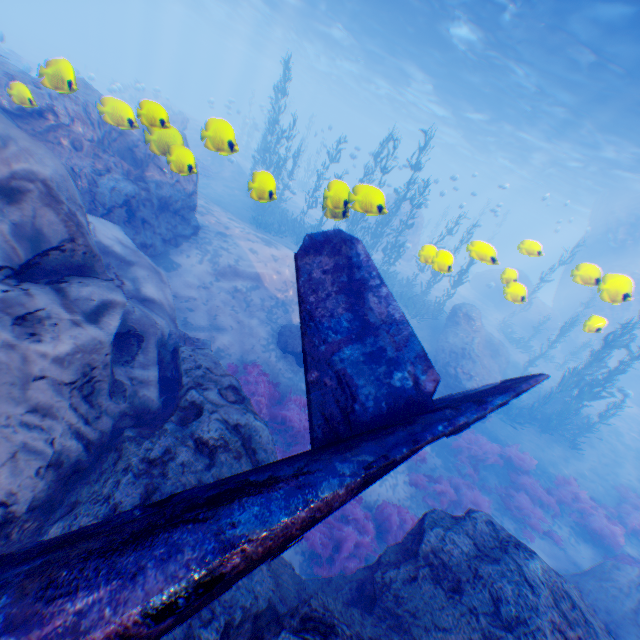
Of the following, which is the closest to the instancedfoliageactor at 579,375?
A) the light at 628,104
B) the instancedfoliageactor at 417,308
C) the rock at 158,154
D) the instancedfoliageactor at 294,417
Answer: the rock at 158,154

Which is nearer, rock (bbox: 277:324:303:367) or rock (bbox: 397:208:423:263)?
rock (bbox: 277:324:303:367)

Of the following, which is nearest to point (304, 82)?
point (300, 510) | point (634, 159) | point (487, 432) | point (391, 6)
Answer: point (391, 6)

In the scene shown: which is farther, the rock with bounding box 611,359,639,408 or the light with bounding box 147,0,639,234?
the rock with bounding box 611,359,639,408

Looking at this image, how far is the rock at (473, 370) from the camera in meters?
13.8 m

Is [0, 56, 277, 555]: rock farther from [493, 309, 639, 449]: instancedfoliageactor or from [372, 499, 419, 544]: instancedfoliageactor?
[493, 309, 639, 449]: instancedfoliageactor

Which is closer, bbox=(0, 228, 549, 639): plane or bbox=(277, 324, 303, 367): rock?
bbox=(0, 228, 549, 639): plane
